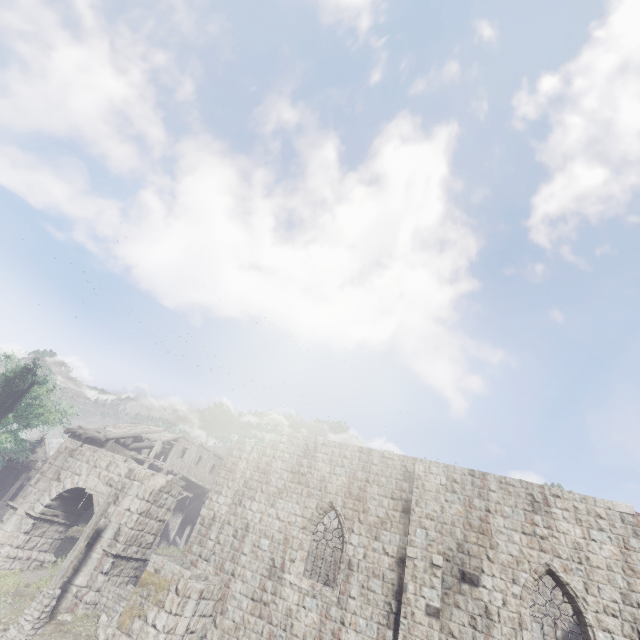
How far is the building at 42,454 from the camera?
26.73m

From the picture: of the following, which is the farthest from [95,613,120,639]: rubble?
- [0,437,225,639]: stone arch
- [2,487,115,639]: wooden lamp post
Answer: [2,487,115,639]: wooden lamp post

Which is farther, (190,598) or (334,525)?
(334,525)

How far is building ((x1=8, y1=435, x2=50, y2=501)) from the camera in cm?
2673

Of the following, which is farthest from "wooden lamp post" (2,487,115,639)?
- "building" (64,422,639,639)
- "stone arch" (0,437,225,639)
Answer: "building" (64,422,639,639)

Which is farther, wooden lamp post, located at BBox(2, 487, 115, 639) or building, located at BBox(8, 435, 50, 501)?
building, located at BBox(8, 435, 50, 501)

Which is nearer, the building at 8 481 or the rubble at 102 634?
the rubble at 102 634
